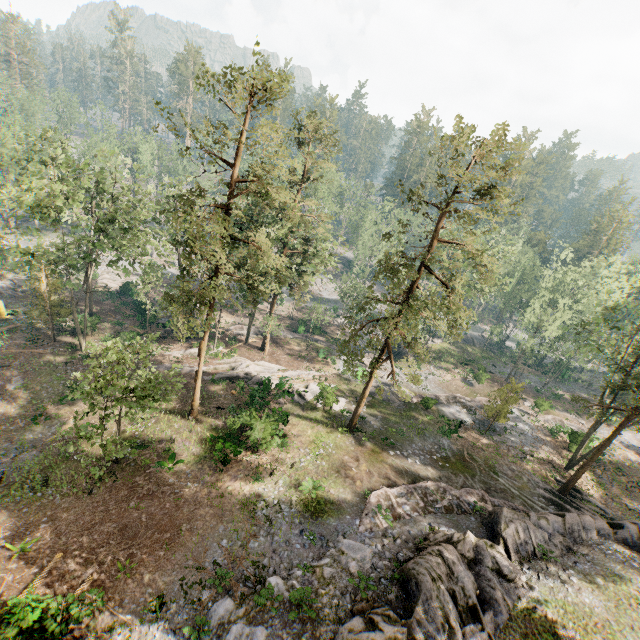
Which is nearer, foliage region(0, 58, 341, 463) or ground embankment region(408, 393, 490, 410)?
foliage region(0, 58, 341, 463)

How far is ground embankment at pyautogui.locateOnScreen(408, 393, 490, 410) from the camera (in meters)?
32.91

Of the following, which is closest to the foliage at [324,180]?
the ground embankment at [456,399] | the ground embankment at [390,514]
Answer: the ground embankment at [456,399]

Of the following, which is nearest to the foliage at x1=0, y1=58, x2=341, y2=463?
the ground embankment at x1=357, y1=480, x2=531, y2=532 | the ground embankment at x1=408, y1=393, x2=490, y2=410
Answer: the ground embankment at x1=408, y1=393, x2=490, y2=410

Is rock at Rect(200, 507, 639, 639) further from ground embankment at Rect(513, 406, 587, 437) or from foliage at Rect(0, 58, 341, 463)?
ground embankment at Rect(513, 406, 587, 437)

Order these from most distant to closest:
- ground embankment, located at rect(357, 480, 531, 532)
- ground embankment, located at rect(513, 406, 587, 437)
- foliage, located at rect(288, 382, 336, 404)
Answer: ground embankment, located at rect(513, 406, 587, 437)
foliage, located at rect(288, 382, 336, 404)
ground embankment, located at rect(357, 480, 531, 532)

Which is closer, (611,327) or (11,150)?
(11,150)
